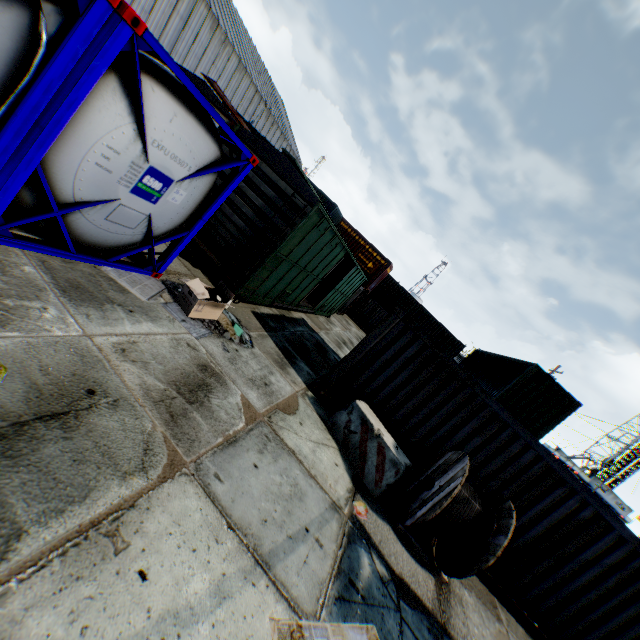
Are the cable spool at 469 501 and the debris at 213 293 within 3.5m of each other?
no

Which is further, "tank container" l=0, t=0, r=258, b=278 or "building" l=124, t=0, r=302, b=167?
"building" l=124, t=0, r=302, b=167

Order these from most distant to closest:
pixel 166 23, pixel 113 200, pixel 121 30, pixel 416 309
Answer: pixel 416 309, pixel 166 23, pixel 113 200, pixel 121 30

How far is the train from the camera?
8.2 meters

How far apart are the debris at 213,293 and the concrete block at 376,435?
3.25m

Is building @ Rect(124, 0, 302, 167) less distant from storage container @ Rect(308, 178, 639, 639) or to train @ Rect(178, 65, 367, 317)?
train @ Rect(178, 65, 367, 317)

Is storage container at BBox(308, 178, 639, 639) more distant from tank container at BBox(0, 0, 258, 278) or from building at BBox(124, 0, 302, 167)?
building at BBox(124, 0, 302, 167)

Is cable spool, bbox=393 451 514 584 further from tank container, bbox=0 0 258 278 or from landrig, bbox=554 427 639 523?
landrig, bbox=554 427 639 523
